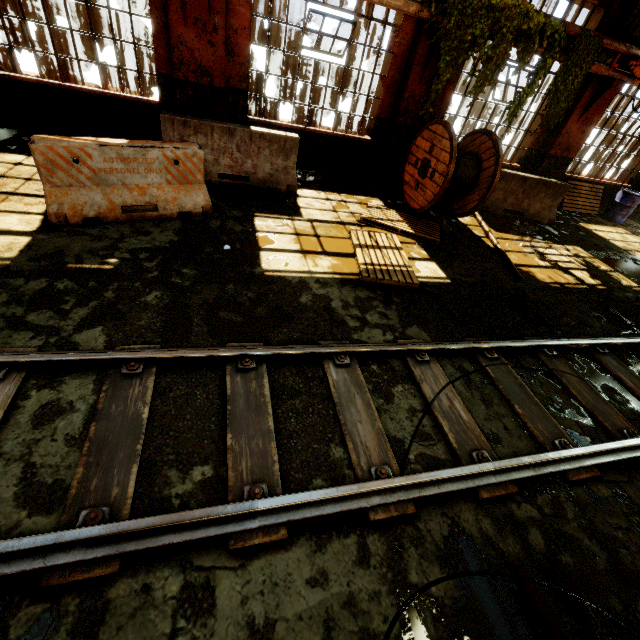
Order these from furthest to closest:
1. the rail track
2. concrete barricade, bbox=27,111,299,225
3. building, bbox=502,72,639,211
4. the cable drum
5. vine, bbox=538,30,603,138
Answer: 1. building, bbox=502,72,639,211
2. vine, bbox=538,30,603,138
3. the cable drum
4. concrete barricade, bbox=27,111,299,225
5. the rail track

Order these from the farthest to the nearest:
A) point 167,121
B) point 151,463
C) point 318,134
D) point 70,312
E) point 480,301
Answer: point 318,134 < point 167,121 < point 480,301 < point 70,312 < point 151,463

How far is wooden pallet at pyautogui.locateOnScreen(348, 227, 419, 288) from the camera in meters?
4.9 m

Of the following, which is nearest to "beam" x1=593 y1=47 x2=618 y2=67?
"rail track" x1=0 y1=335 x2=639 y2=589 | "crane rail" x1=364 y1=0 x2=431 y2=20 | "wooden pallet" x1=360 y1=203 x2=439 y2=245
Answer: "crane rail" x1=364 y1=0 x2=431 y2=20

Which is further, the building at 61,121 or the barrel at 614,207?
the barrel at 614,207

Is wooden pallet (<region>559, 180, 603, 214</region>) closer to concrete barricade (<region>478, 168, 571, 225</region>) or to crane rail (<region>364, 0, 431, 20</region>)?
concrete barricade (<region>478, 168, 571, 225</region>)

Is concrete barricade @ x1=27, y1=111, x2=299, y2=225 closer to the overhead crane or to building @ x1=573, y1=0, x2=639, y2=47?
building @ x1=573, y1=0, x2=639, y2=47

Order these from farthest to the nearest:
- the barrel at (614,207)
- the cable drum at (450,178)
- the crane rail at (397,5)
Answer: the barrel at (614,207), the cable drum at (450,178), the crane rail at (397,5)
